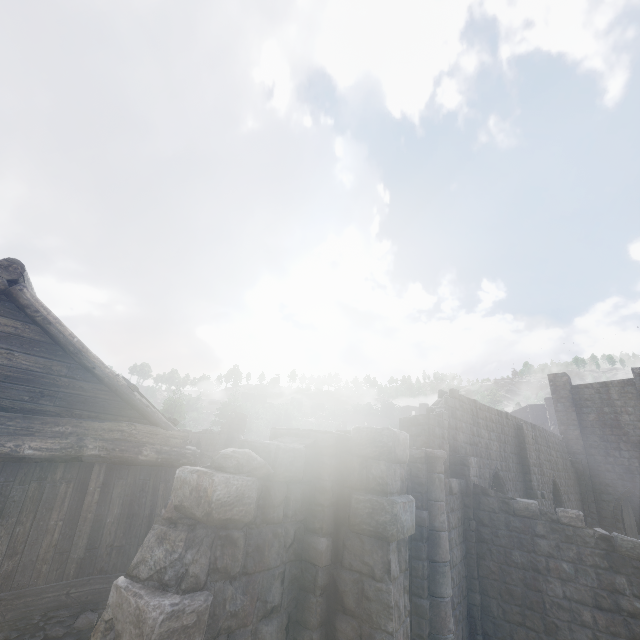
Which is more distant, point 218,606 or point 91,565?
point 91,565
